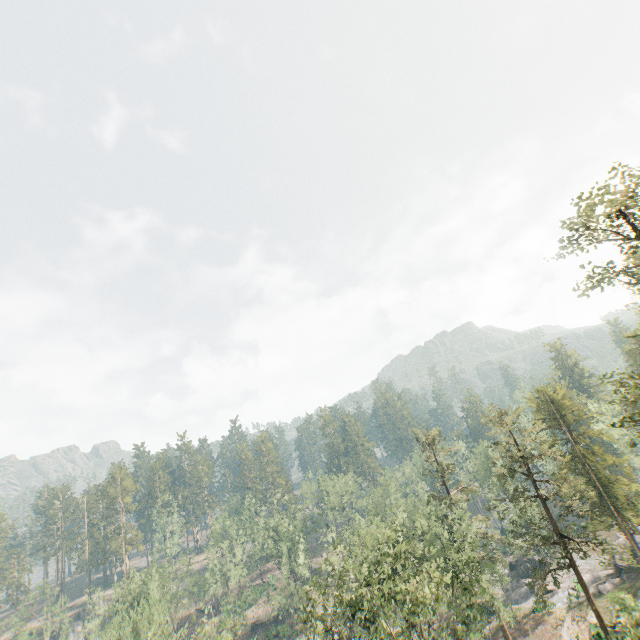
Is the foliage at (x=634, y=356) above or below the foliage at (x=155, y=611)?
above

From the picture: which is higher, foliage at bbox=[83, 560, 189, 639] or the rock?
foliage at bbox=[83, 560, 189, 639]

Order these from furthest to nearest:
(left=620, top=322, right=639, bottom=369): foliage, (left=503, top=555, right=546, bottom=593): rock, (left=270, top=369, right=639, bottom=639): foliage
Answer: (left=503, top=555, right=546, bottom=593): rock
(left=620, top=322, right=639, bottom=369): foliage
(left=270, top=369, right=639, bottom=639): foliage

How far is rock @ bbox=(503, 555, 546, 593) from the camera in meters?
53.3 m

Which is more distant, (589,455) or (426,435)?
(426,435)

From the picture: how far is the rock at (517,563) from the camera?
53.3m

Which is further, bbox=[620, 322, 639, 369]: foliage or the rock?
the rock
